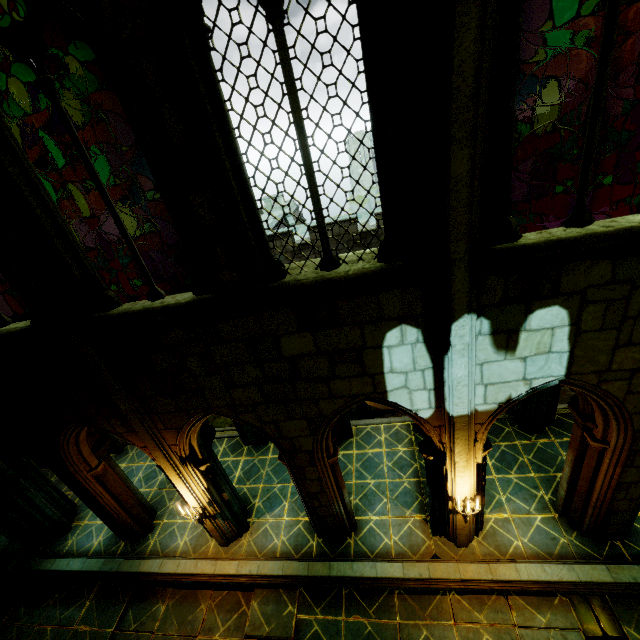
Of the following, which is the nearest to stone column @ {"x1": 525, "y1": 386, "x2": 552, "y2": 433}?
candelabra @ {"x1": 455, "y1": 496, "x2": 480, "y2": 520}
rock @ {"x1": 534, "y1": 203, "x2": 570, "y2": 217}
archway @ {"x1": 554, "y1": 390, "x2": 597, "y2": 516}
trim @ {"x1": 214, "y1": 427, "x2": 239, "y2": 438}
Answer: archway @ {"x1": 554, "y1": 390, "x2": 597, "y2": 516}

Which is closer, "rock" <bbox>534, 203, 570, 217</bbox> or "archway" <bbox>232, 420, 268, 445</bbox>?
"archway" <bbox>232, 420, 268, 445</bbox>

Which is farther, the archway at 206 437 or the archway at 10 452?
the archway at 10 452

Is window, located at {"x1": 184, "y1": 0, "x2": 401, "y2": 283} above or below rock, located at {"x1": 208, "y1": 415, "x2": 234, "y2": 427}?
above

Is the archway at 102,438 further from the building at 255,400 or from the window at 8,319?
the window at 8,319

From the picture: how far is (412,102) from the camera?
3.28m

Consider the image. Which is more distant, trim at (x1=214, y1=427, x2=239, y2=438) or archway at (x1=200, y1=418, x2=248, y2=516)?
trim at (x1=214, y1=427, x2=239, y2=438)

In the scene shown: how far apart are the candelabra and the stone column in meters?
3.9
